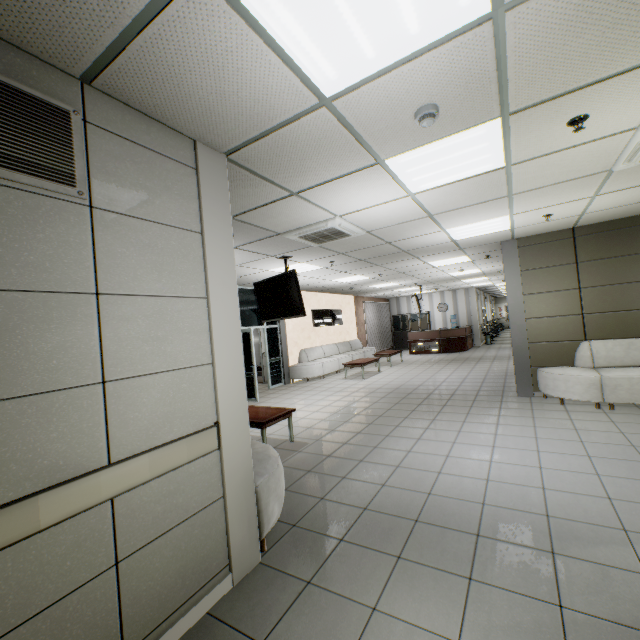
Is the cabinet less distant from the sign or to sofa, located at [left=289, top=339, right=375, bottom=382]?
sofa, located at [left=289, top=339, right=375, bottom=382]

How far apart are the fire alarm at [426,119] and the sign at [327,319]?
10.5 meters

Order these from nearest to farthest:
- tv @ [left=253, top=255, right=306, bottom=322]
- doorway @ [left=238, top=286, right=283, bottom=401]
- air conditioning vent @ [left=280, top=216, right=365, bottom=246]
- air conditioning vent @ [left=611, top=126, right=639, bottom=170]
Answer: air conditioning vent @ [left=611, top=126, right=639, bottom=170] → air conditioning vent @ [left=280, top=216, right=365, bottom=246] → tv @ [left=253, top=255, right=306, bottom=322] → doorway @ [left=238, top=286, right=283, bottom=401]

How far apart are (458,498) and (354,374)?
8.60m

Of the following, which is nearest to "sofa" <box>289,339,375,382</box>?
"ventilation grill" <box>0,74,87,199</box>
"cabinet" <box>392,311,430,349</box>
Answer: "cabinet" <box>392,311,430,349</box>

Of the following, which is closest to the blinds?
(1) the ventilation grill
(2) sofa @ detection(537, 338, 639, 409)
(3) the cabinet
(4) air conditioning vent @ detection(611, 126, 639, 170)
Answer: (3) the cabinet

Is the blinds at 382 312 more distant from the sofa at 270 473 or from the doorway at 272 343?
the sofa at 270 473

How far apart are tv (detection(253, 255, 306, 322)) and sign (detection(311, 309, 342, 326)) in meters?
6.0
